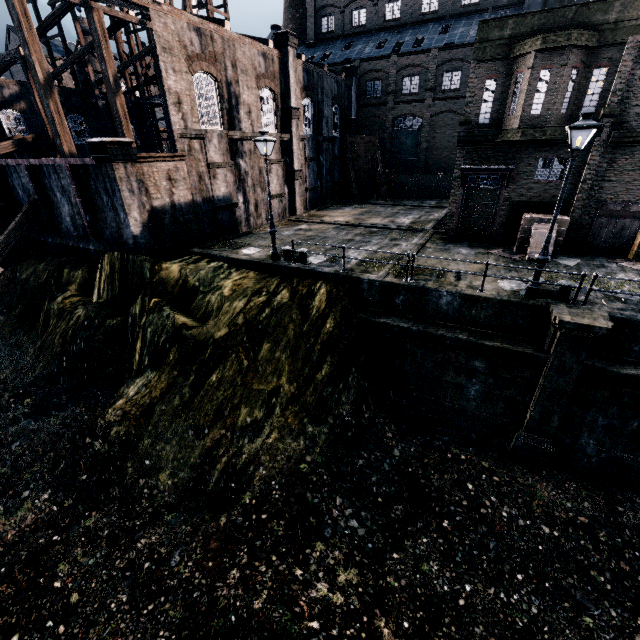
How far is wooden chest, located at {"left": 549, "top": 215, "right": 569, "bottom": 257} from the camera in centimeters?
1590cm

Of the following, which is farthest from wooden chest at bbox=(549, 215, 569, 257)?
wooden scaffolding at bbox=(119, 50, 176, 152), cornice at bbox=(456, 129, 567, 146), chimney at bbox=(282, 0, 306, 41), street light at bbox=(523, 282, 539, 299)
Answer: chimney at bbox=(282, 0, 306, 41)

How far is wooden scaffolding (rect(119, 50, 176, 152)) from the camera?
34.2 meters

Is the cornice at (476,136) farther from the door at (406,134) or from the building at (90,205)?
the door at (406,134)

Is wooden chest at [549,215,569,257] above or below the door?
below

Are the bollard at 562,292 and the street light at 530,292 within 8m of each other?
yes

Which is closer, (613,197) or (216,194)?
(613,197)

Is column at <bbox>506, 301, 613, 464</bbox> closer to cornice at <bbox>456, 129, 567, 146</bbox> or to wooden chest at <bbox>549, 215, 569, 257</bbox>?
wooden chest at <bbox>549, 215, 569, 257</bbox>
